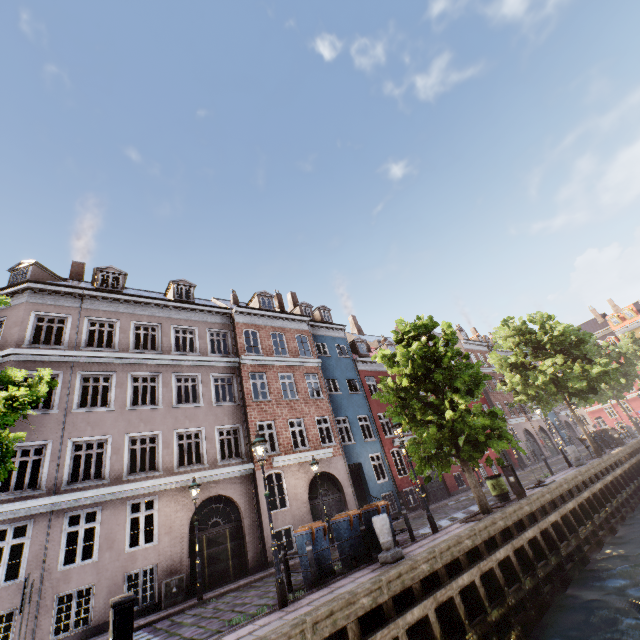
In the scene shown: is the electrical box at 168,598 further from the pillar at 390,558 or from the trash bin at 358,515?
the pillar at 390,558

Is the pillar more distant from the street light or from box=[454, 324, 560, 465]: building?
box=[454, 324, 560, 465]: building

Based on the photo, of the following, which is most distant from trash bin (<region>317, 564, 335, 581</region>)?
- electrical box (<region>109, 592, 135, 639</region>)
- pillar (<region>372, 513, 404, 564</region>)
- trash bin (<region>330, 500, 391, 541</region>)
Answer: electrical box (<region>109, 592, 135, 639</region>)

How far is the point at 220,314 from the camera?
20.5 meters

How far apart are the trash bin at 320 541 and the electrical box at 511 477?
8.0 meters

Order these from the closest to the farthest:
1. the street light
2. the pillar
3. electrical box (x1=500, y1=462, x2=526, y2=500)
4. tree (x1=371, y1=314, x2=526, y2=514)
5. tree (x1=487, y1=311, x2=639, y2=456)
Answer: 1. the street light
2. the pillar
3. tree (x1=371, y1=314, x2=526, y2=514)
4. electrical box (x1=500, y1=462, x2=526, y2=500)
5. tree (x1=487, y1=311, x2=639, y2=456)

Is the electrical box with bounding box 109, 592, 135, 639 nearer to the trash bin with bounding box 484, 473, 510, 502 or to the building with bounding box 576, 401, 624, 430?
the building with bounding box 576, 401, 624, 430

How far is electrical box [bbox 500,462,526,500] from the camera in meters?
12.5
